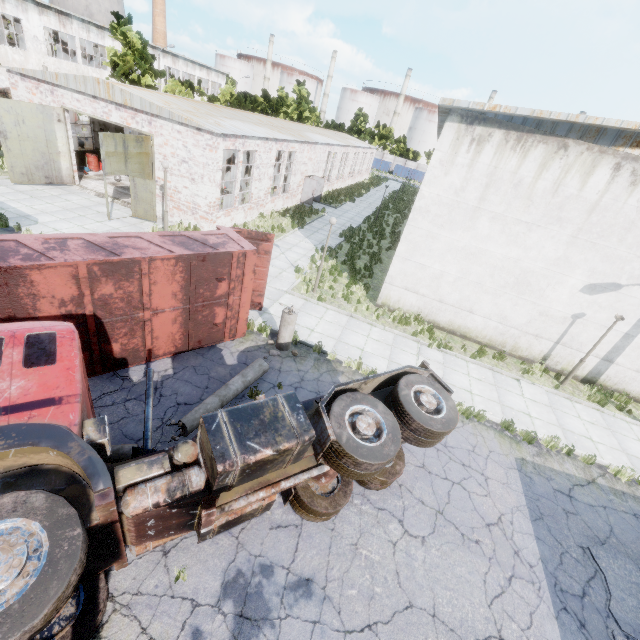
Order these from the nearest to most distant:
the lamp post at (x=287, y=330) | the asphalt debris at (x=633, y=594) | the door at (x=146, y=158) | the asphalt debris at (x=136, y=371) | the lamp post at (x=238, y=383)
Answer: the asphalt debris at (x=633, y=594) → the lamp post at (x=238, y=383) → the asphalt debris at (x=136, y=371) → the lamp post at (x=287, y=330) → the door at (x=146, y=158)

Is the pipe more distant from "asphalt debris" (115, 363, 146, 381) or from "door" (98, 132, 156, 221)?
"asphalt debris" (115, 363, 146, 381)

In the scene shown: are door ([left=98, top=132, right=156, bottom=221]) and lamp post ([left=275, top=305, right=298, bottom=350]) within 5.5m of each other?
no

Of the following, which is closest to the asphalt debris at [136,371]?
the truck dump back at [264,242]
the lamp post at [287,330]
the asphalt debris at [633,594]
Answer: the truck dump back at [264,242]

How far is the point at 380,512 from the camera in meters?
6.8 m

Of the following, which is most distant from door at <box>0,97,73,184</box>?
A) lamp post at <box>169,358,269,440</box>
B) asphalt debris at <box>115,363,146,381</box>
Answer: lamp post at <box>169,358,269,440</box>

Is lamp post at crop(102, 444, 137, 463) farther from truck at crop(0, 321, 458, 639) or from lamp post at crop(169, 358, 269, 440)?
lamp post at crop(169, 358, 269, 440)

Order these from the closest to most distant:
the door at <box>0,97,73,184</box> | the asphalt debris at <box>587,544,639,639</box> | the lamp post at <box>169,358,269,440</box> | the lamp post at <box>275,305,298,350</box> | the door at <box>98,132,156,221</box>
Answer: the asphalt debris at <box>587,544,639,639</box>
the lamp post at <box>169,358,269,440</box>
the lamp post at <box>275,305,298,350</box>
the door at <box>98,132,156,221</box>
the door at <box>0,97,73,184</box>
